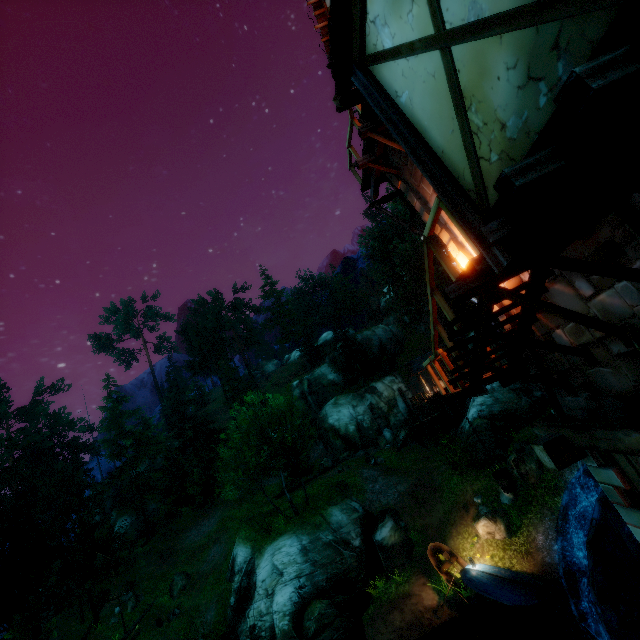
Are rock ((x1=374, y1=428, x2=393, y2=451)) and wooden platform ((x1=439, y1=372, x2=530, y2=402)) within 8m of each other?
no

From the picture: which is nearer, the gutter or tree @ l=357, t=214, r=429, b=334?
the gutter

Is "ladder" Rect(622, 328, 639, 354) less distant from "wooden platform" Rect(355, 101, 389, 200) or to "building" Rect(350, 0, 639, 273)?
"building" Rect(350, 0, 639, 273)

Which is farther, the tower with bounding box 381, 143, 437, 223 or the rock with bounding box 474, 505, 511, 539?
the rock with bounding box 474, 505, 511, 539

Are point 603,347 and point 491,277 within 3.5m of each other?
yes

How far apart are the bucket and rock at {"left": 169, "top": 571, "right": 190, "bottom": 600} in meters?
31.3

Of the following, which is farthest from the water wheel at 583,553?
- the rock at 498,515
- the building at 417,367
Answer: the building at 417,367

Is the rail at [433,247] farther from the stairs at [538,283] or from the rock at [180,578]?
the rock at [180,578]
